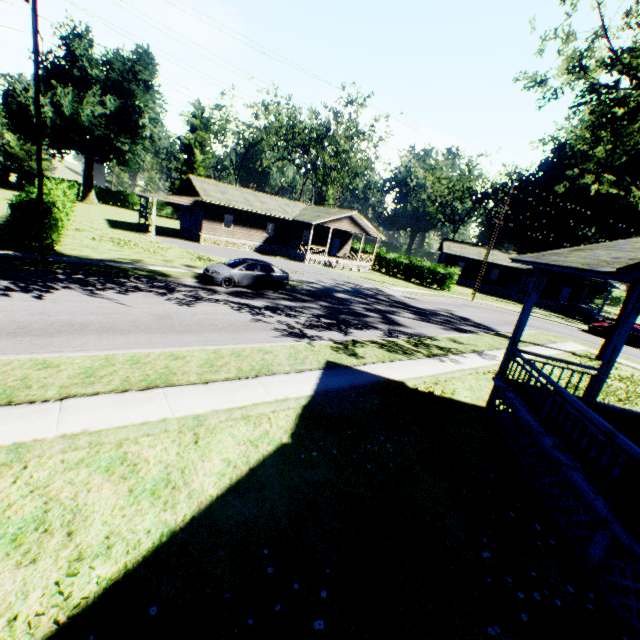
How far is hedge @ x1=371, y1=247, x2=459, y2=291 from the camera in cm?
3738

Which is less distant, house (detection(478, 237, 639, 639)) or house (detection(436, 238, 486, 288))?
house (detection(478, 237, 639, 639))

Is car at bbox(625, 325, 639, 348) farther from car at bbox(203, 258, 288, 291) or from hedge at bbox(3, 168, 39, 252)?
hedge at bbox(3, 168, 39, 252)

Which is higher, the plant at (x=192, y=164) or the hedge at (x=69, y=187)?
the plant at (x=192, y=164)

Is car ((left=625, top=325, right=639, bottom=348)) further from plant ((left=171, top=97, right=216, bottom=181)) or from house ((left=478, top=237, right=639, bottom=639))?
plant ((left=171, top=97, right=216, bottom=181))

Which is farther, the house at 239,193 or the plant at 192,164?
the plant at 192,164

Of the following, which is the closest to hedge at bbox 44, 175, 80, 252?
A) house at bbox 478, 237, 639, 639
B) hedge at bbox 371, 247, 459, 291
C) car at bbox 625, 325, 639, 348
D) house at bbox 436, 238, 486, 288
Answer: house at bbox 478, 237, 639, 639

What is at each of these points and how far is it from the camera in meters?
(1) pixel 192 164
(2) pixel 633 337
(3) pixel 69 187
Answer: (1) plant, 57.4
(2) car, 27.1
(3) hedge, 29.6
